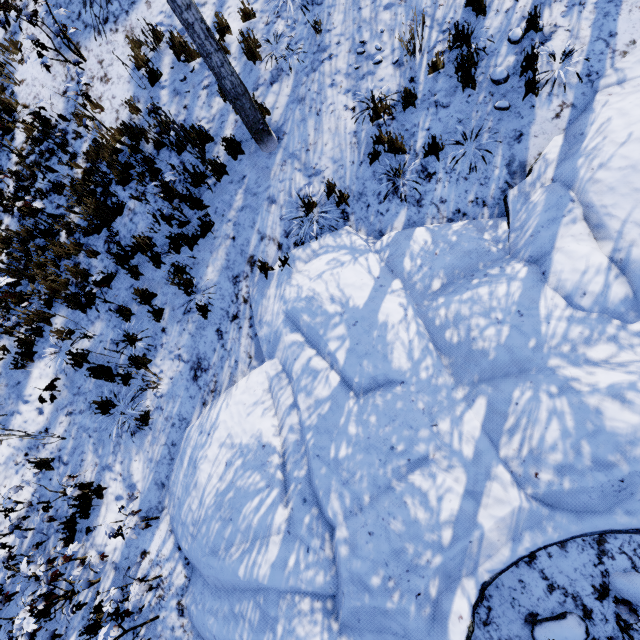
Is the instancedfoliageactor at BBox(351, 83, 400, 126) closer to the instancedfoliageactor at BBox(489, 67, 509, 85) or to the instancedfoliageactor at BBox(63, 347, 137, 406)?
the instancedfoliageactor at BBox(489, 67, 509, 85)

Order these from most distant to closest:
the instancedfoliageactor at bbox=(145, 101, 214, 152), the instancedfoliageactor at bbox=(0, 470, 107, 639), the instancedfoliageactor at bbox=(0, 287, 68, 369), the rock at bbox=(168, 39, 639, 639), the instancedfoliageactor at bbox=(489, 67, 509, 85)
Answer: the instancedfoliageactor at bbox=(0, 287, 68, 369) < the instancedfoliageactor at bbox=(145, 101, 214, 152) < the instancedfoliageactor at bbox=(489, 67, 509, 85) < the instancedfoliageactor at bbox=(0, 470, 107, 639) < the rock at bbox=(168, 39, 639, 639)

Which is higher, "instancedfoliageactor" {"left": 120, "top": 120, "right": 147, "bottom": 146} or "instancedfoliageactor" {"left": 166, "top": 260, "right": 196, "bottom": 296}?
"instancedfoliageactor" {"left": 120, "top": 120, "right": 147, "bottom": 146}

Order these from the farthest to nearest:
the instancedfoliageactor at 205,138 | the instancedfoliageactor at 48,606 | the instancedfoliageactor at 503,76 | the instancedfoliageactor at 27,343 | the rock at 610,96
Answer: the instancedfoliageactor at 27,343 → the instancedfoliageactor at 205,138 → the instancedfoliageactor at 503,76 → the instancedfoliageactor at 48,606 → the rock at 610,96

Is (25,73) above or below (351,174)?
above

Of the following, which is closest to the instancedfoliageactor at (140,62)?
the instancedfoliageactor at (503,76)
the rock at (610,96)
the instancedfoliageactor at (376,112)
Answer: the rock at (610,96)

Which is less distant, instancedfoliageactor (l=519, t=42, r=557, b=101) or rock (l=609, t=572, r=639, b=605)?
rock (l=609, t=572, r=639, b=605)
